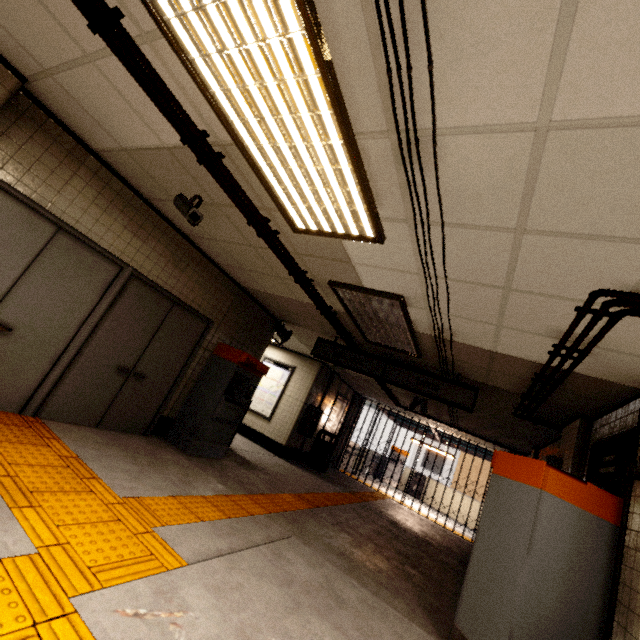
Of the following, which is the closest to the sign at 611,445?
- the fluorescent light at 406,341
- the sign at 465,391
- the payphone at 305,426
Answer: the sign at 465,391

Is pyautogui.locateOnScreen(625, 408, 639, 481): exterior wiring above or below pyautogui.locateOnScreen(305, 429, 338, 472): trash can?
above

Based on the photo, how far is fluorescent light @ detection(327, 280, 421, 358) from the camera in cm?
388

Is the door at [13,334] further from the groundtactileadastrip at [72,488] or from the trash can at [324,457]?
the trash can at [324,457]

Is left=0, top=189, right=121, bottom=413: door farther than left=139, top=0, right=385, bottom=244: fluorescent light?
Yes

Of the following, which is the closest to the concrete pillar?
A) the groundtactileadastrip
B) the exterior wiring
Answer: the groundtactileadastrip

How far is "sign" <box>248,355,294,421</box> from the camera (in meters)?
9.74

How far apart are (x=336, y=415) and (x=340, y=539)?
7.0m
